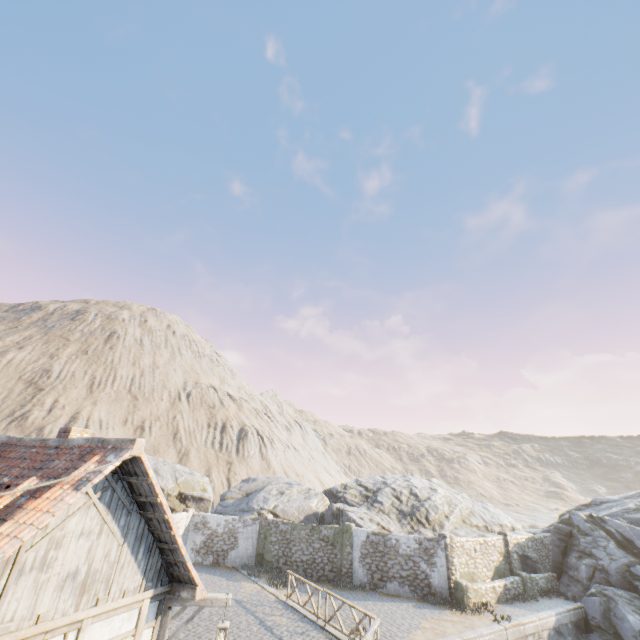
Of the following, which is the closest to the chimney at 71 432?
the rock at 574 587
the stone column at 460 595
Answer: the rock at 574 587

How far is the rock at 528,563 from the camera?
21.4 meters

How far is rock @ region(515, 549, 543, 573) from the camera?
21.42m

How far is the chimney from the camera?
7.9 meters

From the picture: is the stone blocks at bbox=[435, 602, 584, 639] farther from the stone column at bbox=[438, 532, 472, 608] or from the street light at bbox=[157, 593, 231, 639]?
the street light at bbox=[157, 593, 231, 639]

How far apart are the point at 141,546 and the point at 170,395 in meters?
58.7 m

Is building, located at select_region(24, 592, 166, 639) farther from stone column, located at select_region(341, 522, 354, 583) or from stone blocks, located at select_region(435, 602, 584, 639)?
stone column, located at select_region(341, 522, 354, 583)

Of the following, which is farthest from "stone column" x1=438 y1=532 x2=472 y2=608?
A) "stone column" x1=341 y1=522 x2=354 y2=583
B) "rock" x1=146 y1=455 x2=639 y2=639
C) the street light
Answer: the street light
